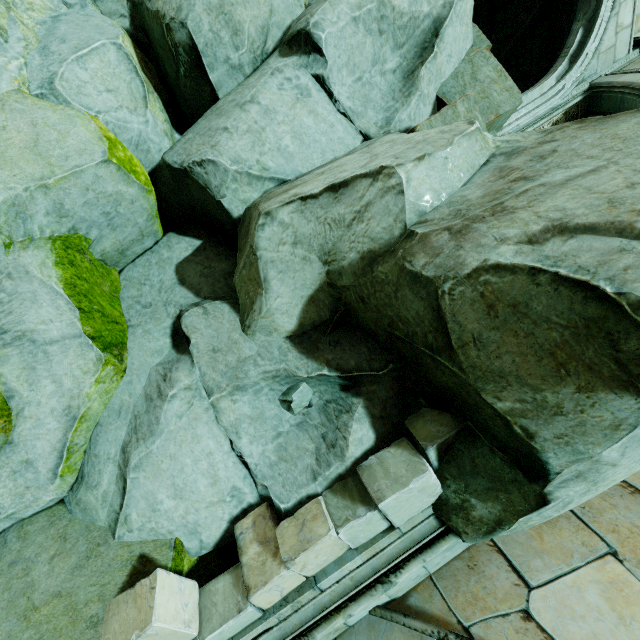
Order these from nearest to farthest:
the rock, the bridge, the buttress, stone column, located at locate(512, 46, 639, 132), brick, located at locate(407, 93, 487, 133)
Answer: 1. the rock
2. the bridge
3. brick, located at locate(407, 93, 487, 133)
4. the buttress
5. stone column, located at locate(512, 46, 639, 132)

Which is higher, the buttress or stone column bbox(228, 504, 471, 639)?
the buttress

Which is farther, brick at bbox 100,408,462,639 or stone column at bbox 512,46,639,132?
stone column at bbox 512,46,639,132

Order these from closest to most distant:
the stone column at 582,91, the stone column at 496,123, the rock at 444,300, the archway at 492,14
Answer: the rock at 444,300 < the stone column at 496,123 < the stone column at 582,91 < the archway at 492,14

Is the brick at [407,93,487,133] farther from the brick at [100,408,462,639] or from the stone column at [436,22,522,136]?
the brick at [100,408,462,639]

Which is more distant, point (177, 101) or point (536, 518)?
point (177, 101)

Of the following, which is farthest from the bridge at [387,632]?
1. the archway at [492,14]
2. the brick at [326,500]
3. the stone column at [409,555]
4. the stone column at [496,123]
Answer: the archway at [492,14]

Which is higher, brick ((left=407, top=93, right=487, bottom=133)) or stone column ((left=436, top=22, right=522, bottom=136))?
stone column ((left=436, top=22, right=522, bottom=136))
